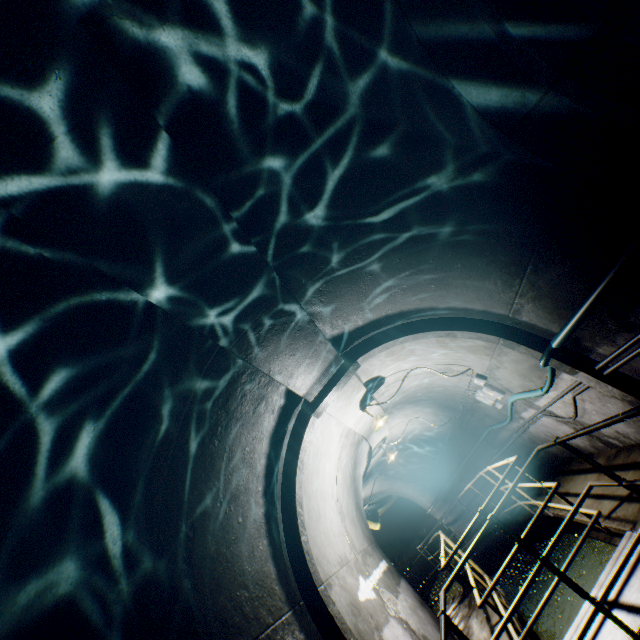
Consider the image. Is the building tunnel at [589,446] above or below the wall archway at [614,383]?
below

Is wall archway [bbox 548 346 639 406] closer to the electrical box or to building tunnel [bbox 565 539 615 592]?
building tunnel [bbox 565 539 615 592]

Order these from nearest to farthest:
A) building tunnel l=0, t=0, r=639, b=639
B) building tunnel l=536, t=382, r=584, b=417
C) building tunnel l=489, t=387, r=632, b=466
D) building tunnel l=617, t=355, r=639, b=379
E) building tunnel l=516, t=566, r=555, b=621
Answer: building tunnel l=0, t=0, r=639, b=639
building tunnel l=617, t=355, r=639, b=379
building tunnel l=489, t=387, r=632, b=466
building tunnel l=536, t=382, r=584, b=417
building tunnel l=516, t=566, r=555, b=621

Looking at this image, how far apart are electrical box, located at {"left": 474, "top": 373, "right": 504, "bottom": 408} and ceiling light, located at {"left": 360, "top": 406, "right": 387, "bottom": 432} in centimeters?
216cm

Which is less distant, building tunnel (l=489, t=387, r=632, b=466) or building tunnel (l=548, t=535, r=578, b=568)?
building tunnel (l=489, t=387, r=632, b=466)

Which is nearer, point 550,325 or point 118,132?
point 118,132

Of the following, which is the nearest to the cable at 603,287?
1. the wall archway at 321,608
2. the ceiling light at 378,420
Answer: the wall archway at 321,608
